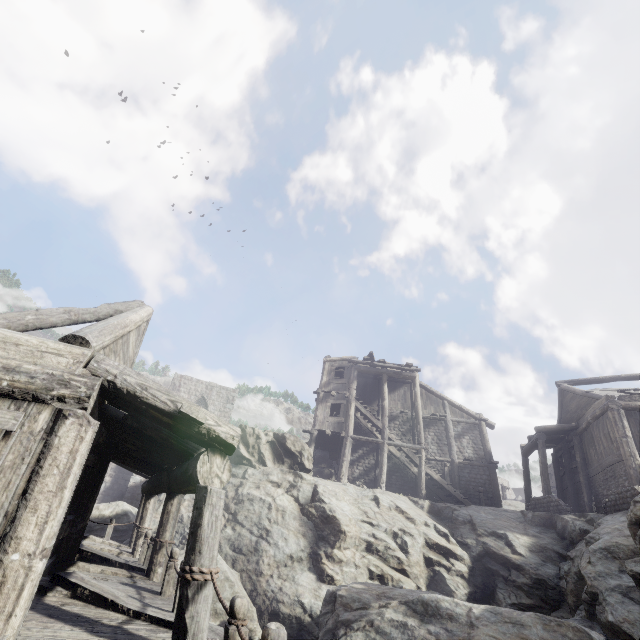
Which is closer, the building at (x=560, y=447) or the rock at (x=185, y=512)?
the rock at (x=185, y=512)

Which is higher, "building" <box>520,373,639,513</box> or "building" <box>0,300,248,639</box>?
"building" <box>520,373,639,513</box>

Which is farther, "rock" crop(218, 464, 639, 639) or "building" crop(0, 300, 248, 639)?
"rock" crop(218, 464, 639, 639)

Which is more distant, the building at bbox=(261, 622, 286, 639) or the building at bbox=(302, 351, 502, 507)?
the building at bbox=(302, 351, 502, 507)

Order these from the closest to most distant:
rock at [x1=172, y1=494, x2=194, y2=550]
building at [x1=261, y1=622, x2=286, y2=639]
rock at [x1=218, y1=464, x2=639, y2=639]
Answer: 1. building at [x1=261, y1=622, x2=286, y2=639]
2. rock at [x1=218, y1=464, x2=639, y2=639]
3. rock at [x1=172, y1=494, x2=194, y2=550]

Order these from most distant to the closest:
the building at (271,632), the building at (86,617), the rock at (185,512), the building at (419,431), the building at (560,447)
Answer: the building at (419,431) < the building at (560,447) < the rock at (185,512) < the building at (86,617) < the building at (271,632)

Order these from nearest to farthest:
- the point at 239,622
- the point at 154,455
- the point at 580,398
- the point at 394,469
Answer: the point at 239,622
the point at 154,455
the point at 580,398
the point at 394,469

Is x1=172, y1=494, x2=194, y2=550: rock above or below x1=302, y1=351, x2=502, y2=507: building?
below
